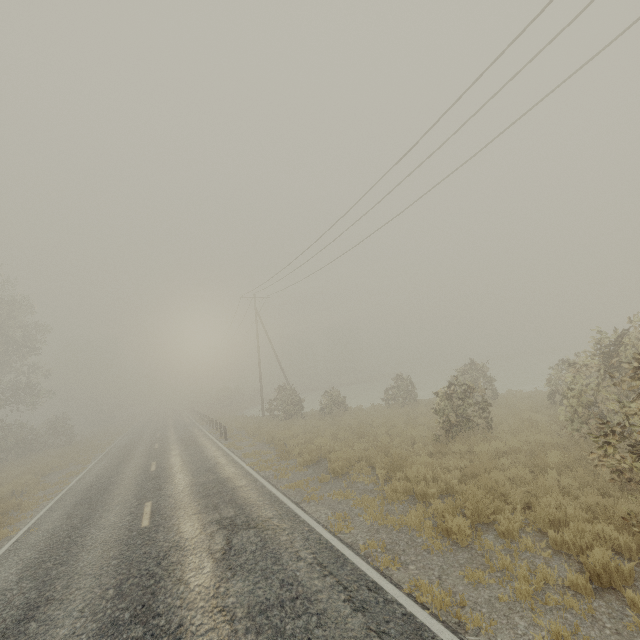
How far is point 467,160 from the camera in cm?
1183

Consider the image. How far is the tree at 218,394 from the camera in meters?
49.7 m

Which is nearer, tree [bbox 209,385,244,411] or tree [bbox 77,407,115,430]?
tree [bbox 209,385,244,411]

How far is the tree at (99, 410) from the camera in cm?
5210

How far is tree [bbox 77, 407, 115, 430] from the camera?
52.1 meters

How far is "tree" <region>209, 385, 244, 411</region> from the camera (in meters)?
49.69
